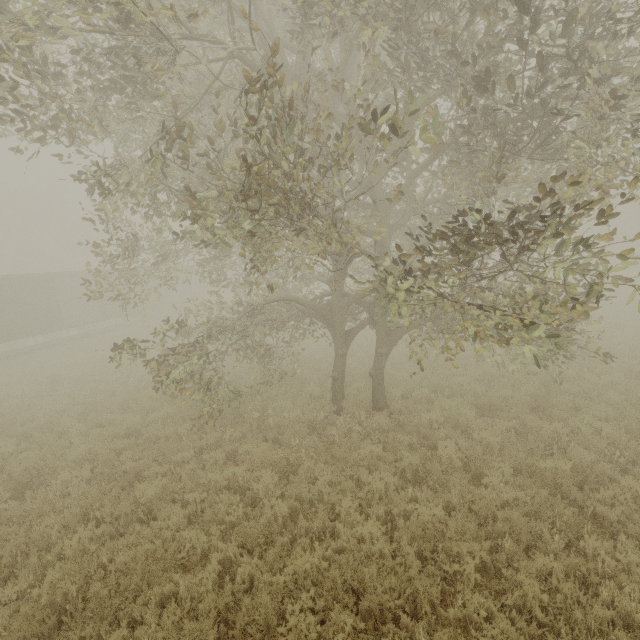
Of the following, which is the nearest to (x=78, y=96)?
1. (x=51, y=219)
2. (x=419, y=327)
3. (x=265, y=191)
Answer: (x=265, y=191)

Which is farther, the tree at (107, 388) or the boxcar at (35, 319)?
the boxcar at (35, 319)

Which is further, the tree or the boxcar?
the boxcar
